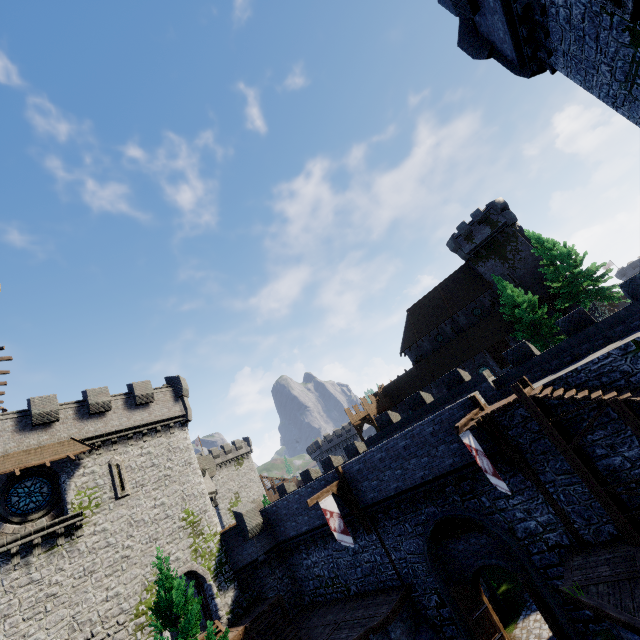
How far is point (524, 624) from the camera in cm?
1677

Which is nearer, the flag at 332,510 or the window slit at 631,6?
the window slit at 631,6

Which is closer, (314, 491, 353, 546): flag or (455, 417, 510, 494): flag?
(455, 417, 510, 494): flag

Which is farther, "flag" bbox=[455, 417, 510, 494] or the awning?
the awning

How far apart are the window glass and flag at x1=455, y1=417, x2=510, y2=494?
23.75m

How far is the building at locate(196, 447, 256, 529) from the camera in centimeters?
5469cm

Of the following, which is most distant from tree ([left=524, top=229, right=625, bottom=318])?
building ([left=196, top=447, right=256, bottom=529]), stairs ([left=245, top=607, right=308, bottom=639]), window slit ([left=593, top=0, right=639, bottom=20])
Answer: building ([left=196, top=447, right=256, bottom=529])

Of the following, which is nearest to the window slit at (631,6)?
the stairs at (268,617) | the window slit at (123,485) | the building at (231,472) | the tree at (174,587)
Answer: the tree at (174,587)
